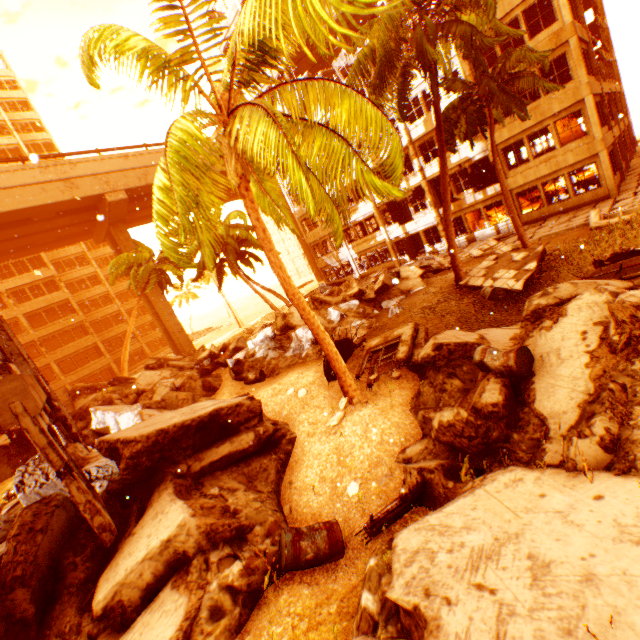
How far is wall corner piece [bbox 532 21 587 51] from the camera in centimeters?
1655cm

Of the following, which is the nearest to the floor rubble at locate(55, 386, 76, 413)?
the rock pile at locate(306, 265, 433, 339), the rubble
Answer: the rock pile at locate(306, 265, 433, 339)

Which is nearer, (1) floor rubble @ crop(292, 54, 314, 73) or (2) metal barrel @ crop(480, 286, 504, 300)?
(2) metal barrel @ crop(480, 286, 504, 300)

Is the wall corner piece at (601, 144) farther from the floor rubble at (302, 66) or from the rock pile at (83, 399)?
the floor rubble at (302, 66)

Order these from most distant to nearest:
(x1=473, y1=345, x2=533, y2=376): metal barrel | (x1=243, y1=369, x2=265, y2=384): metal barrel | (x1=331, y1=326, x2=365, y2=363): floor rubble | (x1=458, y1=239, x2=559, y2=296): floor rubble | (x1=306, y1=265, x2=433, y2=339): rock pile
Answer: (x1=306, y1=265, x2=433, y2=339): rock pile < (x1=243, y1=369, x2=265, y2=384): metal barrel < (x1=458, y1=239, x2=559, y2=296): floor rubble < (x1=331, y1=326, x2=365, y2=363): floor rubble < (x1=473, y1=345, x2=533, y2=376): metal barrel

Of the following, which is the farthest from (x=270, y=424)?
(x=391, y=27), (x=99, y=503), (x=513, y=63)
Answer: (x=513, y=63)

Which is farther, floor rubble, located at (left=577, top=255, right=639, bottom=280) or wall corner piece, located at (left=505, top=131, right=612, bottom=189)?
wall corner piece, located at (left=505, top=131, right=612, bottom=189)

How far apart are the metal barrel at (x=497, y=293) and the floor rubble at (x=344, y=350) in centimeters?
308cm
